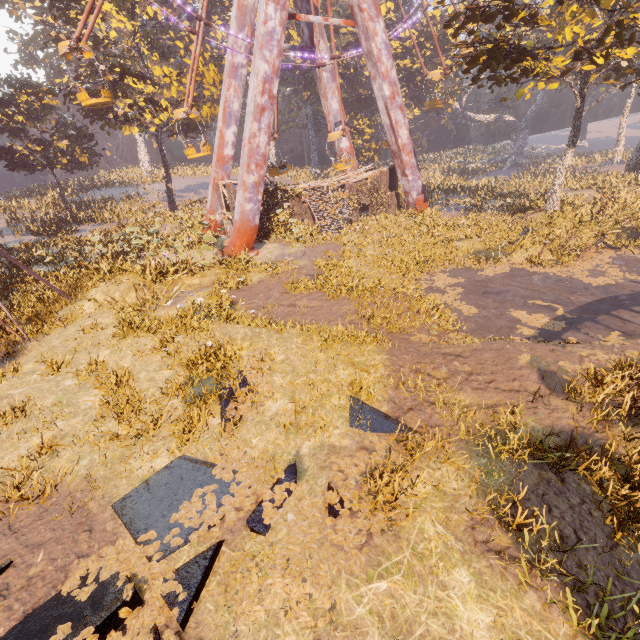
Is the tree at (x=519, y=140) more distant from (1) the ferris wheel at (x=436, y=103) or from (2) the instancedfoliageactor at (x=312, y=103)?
(2) the instancedfoliageactor at (x=312, y=103)

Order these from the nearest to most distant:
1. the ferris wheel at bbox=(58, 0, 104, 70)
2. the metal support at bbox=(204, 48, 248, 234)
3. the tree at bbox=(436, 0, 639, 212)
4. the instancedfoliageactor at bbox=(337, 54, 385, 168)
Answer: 1. the tree at bbox=(436, 0, 639, 212)
2. the ferris wheel at bbox=(58, 0, 104, 70)
3. the metal support at bbox=(204, 48, 248, 234)
4. the instancedfoliageactor at bbox=(337, 54, 385, 168)

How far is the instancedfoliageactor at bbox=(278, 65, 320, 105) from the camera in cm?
4362

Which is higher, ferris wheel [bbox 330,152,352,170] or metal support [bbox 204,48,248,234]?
metal support [bbox 204,48,248,234]

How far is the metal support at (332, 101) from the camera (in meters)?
25.38

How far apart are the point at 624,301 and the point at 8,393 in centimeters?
2015cm

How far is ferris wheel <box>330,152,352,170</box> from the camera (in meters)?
25.11

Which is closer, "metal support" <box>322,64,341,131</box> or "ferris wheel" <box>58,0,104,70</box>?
"ferris wheel" <box>58,0,104,70</box>
